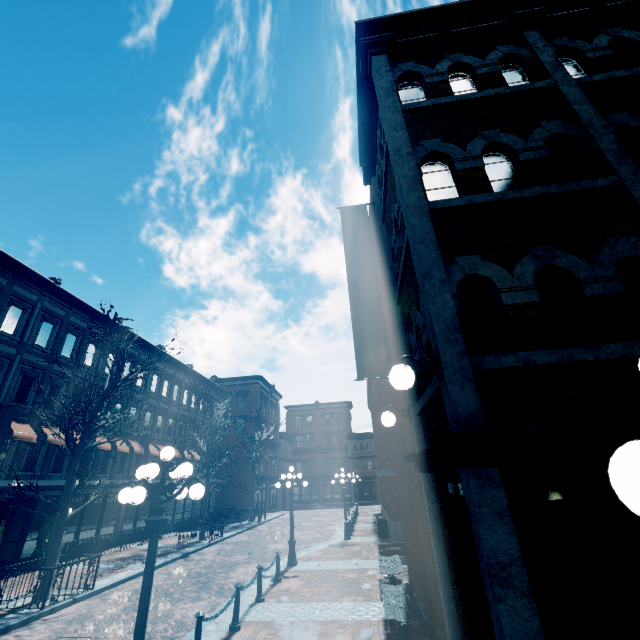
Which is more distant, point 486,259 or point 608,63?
point 608,63

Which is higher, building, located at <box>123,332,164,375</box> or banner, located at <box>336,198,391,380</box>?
building, located at <box>123,332,164,375</box>

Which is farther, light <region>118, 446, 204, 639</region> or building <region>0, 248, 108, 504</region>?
building <region>0, 248, 108, 504</region>

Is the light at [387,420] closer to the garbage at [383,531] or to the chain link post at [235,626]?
the chain link post at [235,626]

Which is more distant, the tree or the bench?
the tree

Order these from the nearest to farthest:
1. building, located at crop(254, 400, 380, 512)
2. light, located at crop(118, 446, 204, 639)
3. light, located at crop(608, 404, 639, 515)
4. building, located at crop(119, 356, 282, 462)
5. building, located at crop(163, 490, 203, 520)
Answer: light, located at crop(608, 404, 639, 515) < light, located at crop(118, 446, 204, 639) < building, located at crop(119, 356, 282, 462) < building, located at crop(163, 490, 203, 520) < building, located at crop(254, 400, 380, 512)

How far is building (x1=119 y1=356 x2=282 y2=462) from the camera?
24.8m

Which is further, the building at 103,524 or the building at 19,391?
the building at 103,524
